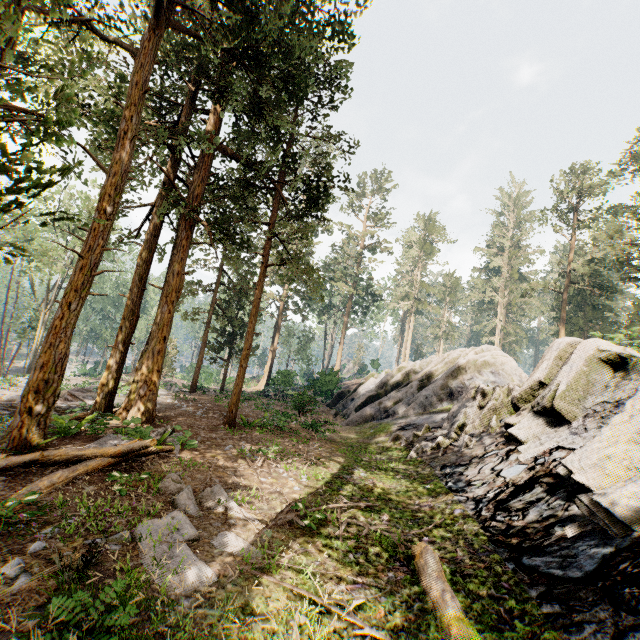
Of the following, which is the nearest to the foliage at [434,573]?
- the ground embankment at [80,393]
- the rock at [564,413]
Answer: the ground embankment at [80,393]

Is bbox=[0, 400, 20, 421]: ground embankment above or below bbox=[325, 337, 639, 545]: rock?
below

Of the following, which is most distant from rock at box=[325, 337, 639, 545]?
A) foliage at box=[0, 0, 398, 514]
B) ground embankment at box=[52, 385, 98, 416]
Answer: ground embankment at box=[52, 385, 98, 416]

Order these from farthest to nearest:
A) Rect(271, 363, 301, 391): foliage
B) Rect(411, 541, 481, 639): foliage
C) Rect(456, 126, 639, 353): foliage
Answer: Rect(271, 363, 301, 391): foliage
Rect(456, 126, 639, 353): foliage
Rect(411, 541, 481, 639): foliage

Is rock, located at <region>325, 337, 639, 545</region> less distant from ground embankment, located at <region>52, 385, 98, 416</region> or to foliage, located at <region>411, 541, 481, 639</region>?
foliage, located at <region>411, 541, 481, 639</region>

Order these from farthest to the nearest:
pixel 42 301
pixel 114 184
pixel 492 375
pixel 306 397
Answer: pixel 42 301 < pixel 492 375 < pixel 306 397 < pixel 114 184
